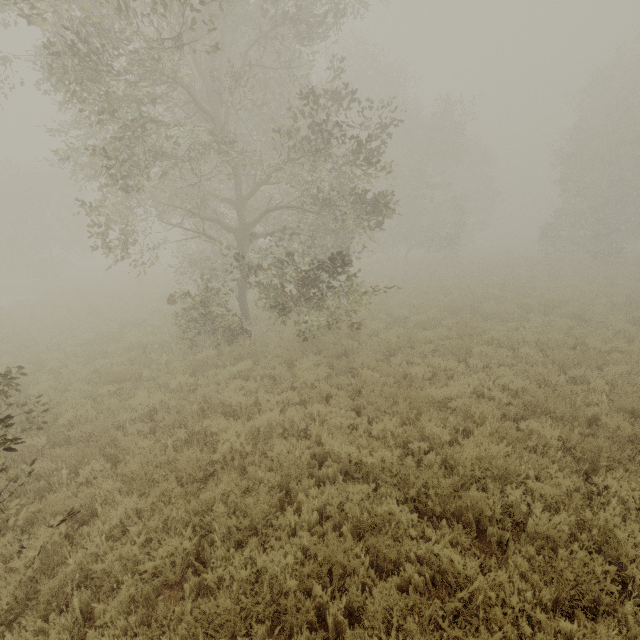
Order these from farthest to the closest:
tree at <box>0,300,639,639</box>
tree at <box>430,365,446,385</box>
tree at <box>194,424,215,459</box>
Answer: tree at <box>430,365,446,385</box> < tree at <box>194,424,215,459</box> < tree at <box>0,300,639,639</box>

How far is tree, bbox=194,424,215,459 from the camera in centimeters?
582cm

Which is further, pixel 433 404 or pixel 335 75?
pixel 335 75

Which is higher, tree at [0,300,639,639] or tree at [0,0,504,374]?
tree at [0,0,504,374]

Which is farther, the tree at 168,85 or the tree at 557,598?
the tree at 168,85

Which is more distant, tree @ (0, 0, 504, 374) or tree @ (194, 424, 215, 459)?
tree @ (0, 0, 504, 374)
